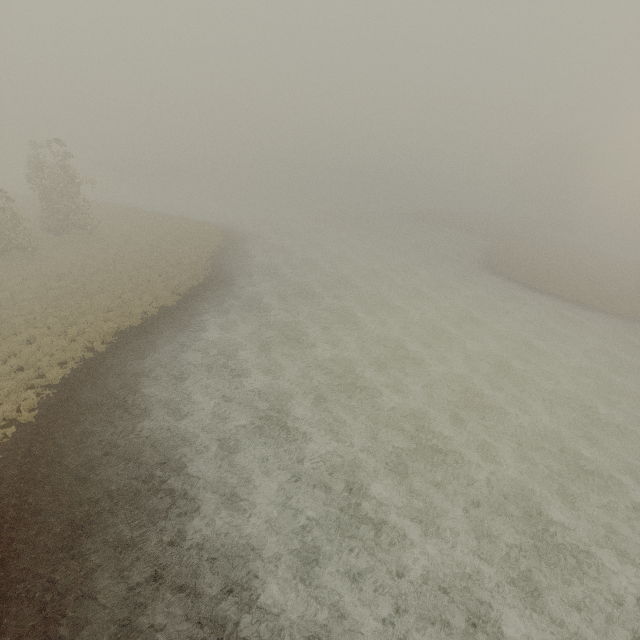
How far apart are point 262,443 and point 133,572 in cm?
568
